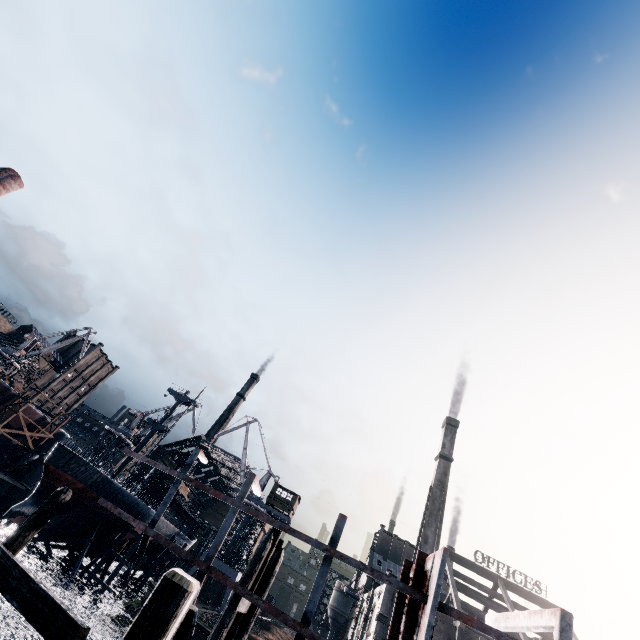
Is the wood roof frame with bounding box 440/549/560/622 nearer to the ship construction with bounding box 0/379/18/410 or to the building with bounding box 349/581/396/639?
the building with bounding box 349/581/396/639

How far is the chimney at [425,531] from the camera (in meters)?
50.50

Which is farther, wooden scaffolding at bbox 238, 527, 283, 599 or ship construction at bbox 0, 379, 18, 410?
ship construction at bbox 0, 379, 18, 410

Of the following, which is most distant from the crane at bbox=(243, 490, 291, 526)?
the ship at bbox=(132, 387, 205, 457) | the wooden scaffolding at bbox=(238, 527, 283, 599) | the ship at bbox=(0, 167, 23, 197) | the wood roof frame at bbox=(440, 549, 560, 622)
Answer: the ship at bbox=(0, 167, 23, 197)

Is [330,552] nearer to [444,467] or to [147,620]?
Answer: [147,620]

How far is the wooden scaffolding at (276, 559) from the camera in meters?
9.9 m

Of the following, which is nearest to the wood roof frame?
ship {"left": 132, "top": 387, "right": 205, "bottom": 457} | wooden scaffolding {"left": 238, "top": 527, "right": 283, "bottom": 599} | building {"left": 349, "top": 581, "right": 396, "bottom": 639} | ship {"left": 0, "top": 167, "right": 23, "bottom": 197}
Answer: building {"left": 349, "top": 581, "right": 396, "bottom": 639}

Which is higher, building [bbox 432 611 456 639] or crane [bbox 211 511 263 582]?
building [bbox 432 611 456 639]
